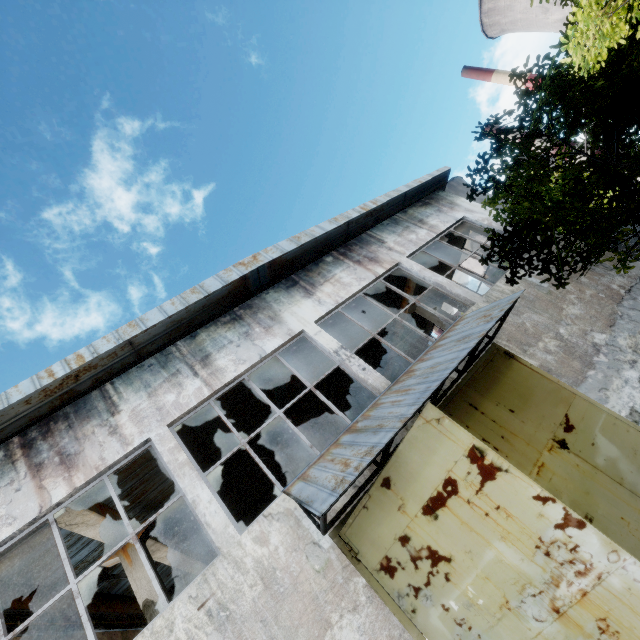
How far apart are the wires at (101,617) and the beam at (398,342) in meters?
14.8 m

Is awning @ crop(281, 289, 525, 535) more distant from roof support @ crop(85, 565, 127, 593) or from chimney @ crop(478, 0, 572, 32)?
chimney @ crop(478, 0, 572, 32)

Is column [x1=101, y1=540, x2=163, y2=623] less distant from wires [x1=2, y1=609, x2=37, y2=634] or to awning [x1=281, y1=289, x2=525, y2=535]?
wires [x1=2, y1=609, x2=37, y2=634]

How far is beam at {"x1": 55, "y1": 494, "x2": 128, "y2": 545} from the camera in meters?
6.2

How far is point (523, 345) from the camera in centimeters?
787cm

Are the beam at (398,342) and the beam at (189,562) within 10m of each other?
no

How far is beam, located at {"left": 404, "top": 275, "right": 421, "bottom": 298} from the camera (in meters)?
13.00

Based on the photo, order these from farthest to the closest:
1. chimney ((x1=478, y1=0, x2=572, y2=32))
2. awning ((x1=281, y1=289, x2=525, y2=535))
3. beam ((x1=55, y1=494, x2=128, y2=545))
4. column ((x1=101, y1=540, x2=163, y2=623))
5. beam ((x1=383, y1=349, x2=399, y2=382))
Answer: chimney ((x1=478, y1=0, x2=572, y2=32)) → beam ((x1=383, y1=349, x2=399, y2=382)) → column ((x1=101, y1=540, x2=163, y2=623)) → beam ((x1=55, y1=494, x2=128, y2=545)) → awning ((x1=281, y1=289, x2=525, y2=535))
